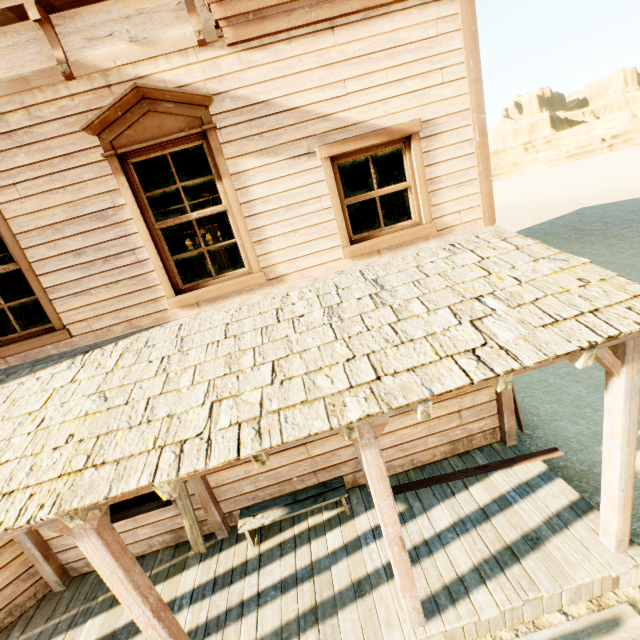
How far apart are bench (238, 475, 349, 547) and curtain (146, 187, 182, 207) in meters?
3.4 m

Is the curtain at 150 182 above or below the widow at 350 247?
above

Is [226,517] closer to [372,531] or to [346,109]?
[372,531]

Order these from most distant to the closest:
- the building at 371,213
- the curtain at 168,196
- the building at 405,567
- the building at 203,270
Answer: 1. the building at 203,270
2. the building at 371,213
3. the curtain at 168,196
4. the building at 405,567

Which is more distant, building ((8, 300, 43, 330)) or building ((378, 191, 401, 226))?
building ((8, 300, 43, 330))

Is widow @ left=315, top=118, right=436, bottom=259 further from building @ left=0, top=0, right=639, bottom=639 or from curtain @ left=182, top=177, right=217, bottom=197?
curtain @ left=182, top=177, right=217, bottom=197

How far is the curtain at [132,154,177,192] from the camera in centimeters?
381cm

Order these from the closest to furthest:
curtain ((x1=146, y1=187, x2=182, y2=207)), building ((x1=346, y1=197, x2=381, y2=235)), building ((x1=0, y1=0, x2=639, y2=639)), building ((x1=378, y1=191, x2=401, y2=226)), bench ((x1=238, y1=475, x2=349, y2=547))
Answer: building ((x1=0, y1=0, x2=639, y2=639)) → curtain ((x1=146, y1=187, x2=182, y2=207)) → bench ((x1=238, y1=475, x2=349, y2=547)) → building ((x1=378, y1=191, x2=401, y2=226)) → building ((x1=346, y1=197, x2=381, y2=235))
